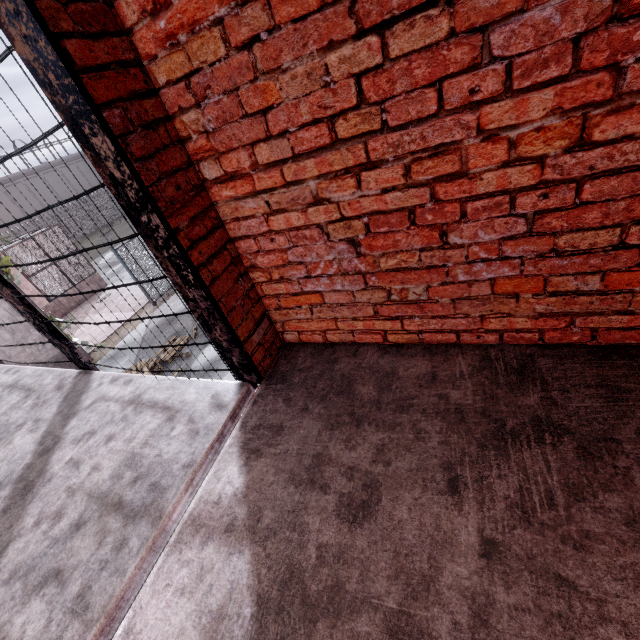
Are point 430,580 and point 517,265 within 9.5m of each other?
yes

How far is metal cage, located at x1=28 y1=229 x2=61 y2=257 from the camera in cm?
1641

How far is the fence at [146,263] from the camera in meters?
13.8 m

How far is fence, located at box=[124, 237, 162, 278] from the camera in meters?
13.8 m

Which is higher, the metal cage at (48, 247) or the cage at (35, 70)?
the cage at (35, 70)

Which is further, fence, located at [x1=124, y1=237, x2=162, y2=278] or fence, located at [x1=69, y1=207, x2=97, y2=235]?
fence, located at [x1=69, y1=207, x2=97, y2=235]

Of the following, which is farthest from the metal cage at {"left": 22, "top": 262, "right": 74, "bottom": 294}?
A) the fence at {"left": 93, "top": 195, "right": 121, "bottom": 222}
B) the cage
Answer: the cage

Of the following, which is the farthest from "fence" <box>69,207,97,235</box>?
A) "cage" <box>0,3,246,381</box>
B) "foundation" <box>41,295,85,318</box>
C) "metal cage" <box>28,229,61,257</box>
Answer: "foundation" <box>41,295,85,318</box>
